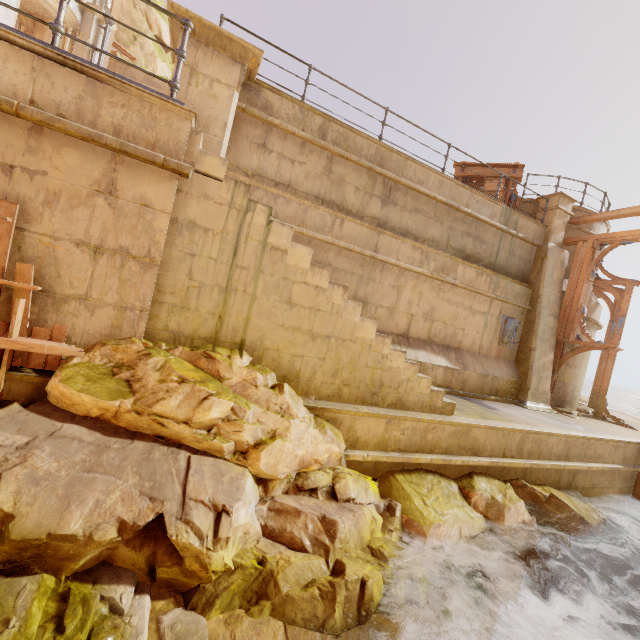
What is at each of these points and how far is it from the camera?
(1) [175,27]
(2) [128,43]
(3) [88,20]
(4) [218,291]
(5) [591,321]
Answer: (1) pillar, 5.80m
(2) rock, 15.95m
(3) column, 11.24m
(4) stairs, 4.29m
(5) building, 11.06m

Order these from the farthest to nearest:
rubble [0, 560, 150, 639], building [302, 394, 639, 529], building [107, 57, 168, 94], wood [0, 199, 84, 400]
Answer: building [107, 57, 168, 94] < building [302, 394, 639, 529] < wood [0, 199, 84, 400] < rubble [0, 560, 150, 639]

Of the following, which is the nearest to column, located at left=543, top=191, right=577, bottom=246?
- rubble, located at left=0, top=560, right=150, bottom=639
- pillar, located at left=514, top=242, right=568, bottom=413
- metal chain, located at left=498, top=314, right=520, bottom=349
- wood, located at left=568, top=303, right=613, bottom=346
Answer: pillar, located at left=514, top=242, right=568, bottom=413

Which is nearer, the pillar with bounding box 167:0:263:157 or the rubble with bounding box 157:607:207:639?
the rubble with bounding box 157:607:207:639

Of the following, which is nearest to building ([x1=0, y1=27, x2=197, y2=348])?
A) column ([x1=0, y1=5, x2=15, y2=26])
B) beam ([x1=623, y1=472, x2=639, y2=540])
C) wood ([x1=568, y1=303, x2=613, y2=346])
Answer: column ([x1=0, y1=5, x2=15, y2=26])

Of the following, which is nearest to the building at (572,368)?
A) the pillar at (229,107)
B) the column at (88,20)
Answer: the pillar at (229,107)

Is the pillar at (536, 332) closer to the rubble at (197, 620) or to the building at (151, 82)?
the building at (151, 82)

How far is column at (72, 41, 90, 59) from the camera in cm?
1123
